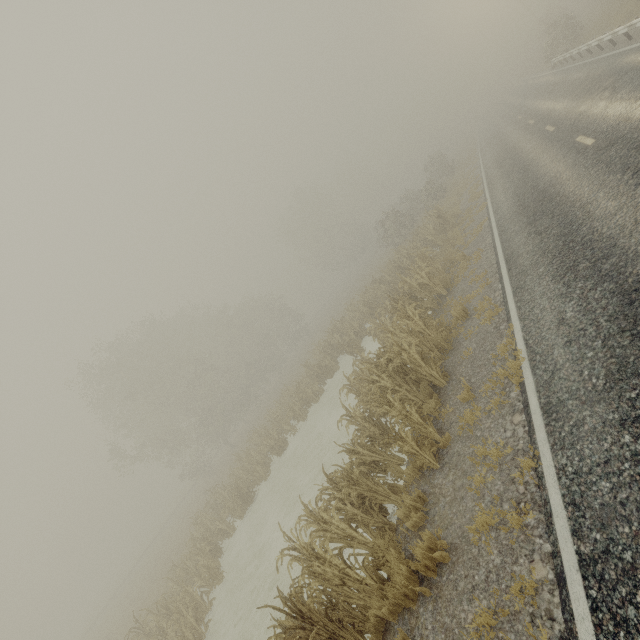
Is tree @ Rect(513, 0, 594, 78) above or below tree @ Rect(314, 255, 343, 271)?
below

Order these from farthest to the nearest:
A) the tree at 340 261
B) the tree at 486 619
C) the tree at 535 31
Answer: the tree at 340 261
the tree at 535 31
the tree at 486 619

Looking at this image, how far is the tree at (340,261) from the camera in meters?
54.9 m

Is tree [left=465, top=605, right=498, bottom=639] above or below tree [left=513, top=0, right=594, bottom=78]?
below

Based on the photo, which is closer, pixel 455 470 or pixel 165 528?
pixel 455 470

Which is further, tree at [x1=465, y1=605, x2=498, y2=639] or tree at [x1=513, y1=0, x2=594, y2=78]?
tree at [x1=513, y1=0, x2=594, y2=78]

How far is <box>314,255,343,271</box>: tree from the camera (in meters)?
54.86
